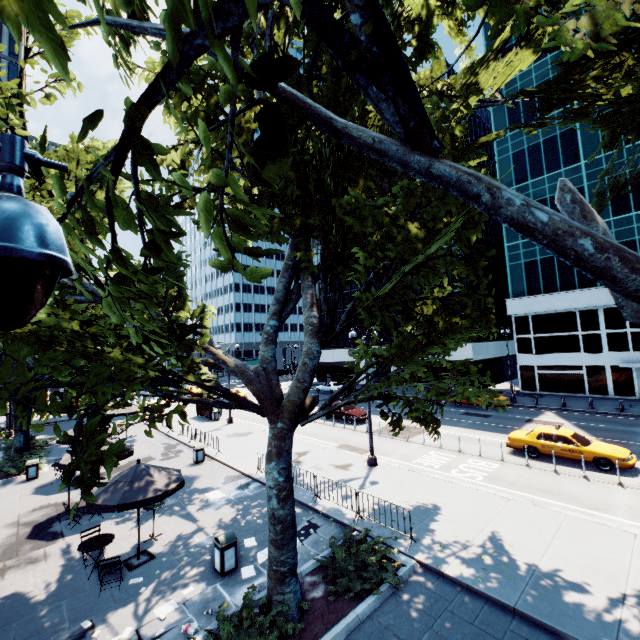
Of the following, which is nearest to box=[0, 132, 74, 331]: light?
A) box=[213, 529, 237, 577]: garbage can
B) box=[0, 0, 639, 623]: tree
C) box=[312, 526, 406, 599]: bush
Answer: box=[0, 0, 639, 623]: tree

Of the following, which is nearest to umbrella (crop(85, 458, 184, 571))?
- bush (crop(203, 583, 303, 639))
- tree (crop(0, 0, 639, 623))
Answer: tree (crop(0, 0, 639, 623))

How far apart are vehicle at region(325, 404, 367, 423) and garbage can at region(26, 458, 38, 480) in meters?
19.7 m

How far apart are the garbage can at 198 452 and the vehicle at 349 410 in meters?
12.1

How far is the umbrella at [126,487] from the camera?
9.3m

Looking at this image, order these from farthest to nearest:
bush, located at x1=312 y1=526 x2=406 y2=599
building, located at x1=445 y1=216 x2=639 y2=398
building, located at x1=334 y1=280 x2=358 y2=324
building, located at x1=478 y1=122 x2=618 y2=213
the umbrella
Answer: building, located at x1=334 y1=280 x2=358 y2=324
building, located at x1=478 y1=122 x2=618 y2=213
building, located at x1=445 y1=216 x2=639 y2=398
the umbrella
bush, located at x1=312 y1=526 x2=406 y2=599

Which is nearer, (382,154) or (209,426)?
(382,154)

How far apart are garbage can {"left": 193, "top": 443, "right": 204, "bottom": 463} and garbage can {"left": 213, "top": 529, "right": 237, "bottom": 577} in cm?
1014
